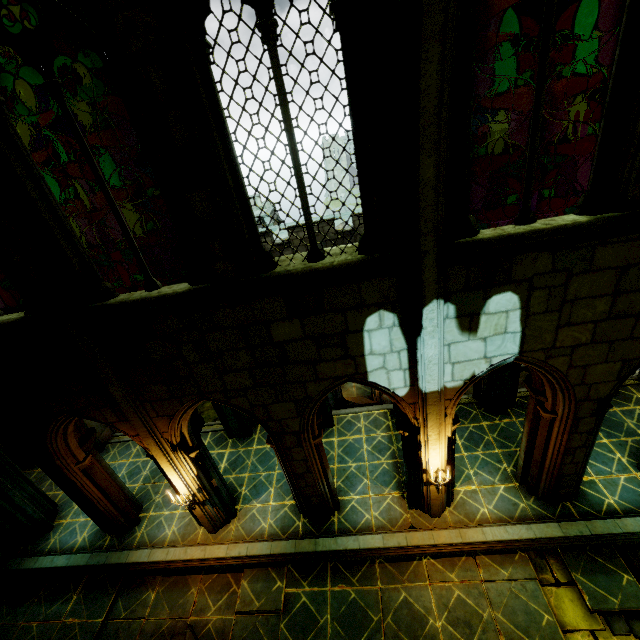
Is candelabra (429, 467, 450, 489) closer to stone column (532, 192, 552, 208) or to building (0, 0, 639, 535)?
building (0, 0, 639, 535)

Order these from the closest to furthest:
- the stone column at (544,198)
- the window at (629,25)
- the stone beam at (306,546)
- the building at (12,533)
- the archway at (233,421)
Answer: the window at (629,25), the stone beam at (306,546), the building at (12,533), the archway at (233,421), the stone column at (544,198)

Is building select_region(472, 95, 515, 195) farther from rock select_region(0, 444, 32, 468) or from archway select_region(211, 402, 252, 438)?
rock select_region(0, 444, 32, 468)

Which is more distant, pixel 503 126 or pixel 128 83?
pixel 503 126

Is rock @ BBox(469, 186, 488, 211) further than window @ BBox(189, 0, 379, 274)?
Yes

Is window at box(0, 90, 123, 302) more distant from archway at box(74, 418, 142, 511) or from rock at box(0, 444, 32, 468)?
rock at box(0, 444, 32, 468)

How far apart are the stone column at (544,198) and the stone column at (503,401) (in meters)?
17.25

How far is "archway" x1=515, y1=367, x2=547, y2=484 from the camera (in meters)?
6.65
